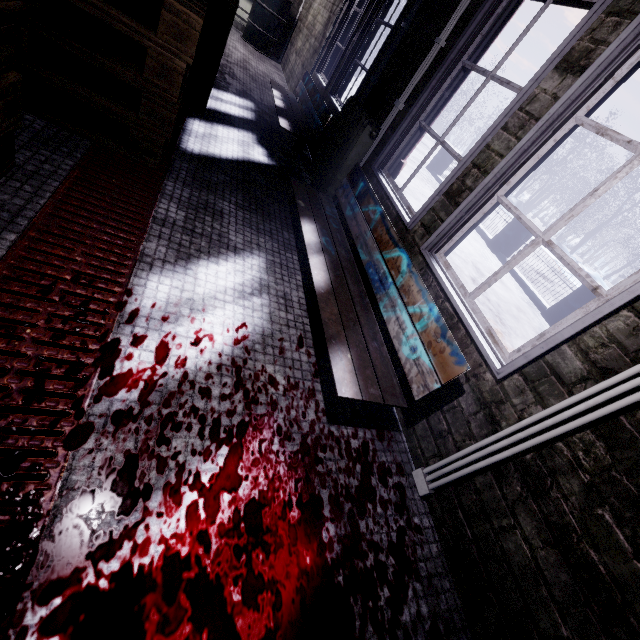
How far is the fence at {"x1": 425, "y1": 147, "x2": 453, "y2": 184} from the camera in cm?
1044

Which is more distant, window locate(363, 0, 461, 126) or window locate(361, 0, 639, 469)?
window locate(363, 0, 461, 126)

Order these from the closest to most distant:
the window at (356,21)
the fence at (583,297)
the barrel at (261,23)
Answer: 1. the window at (356,21)
2. the fence at (583,297)
3. the barrel at (261,23)

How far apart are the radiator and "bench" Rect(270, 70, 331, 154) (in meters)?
0.22

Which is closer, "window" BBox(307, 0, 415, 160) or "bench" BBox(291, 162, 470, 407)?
"bench" BBox(291, 162, 470, 407)

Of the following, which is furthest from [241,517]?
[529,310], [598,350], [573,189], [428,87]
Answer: [573,189]

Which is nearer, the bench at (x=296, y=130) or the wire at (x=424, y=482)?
the wire at (x=424, y=482)

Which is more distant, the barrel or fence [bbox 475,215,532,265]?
fence [bbox 475,215,532,265]
